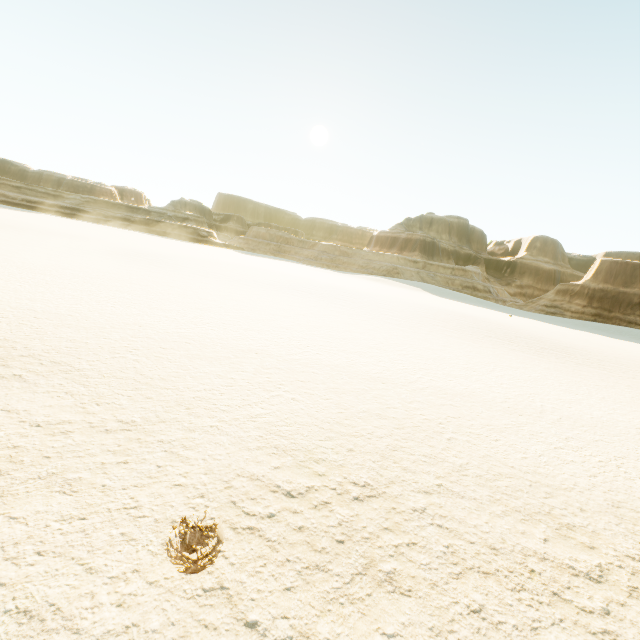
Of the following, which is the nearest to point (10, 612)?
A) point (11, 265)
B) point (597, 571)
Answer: point (597, 571)
